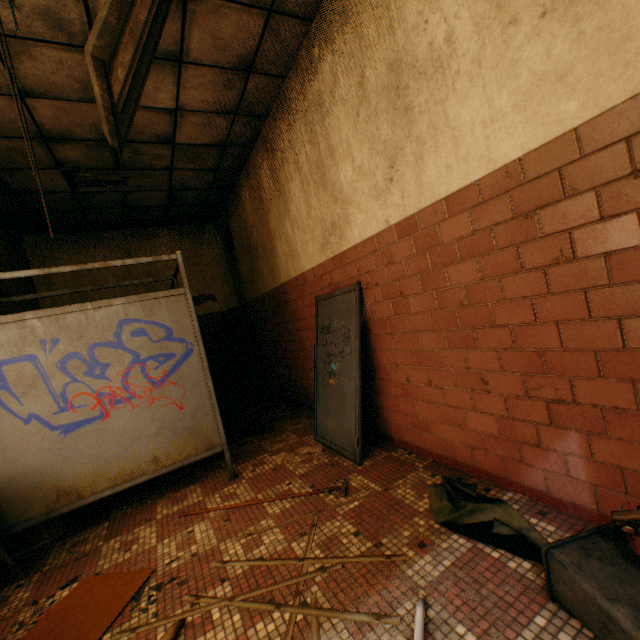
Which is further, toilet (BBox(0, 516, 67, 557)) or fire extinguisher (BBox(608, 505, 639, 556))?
toilet (BBox(0, 516, 67, 557))

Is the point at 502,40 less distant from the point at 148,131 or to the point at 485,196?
the point at 485,196

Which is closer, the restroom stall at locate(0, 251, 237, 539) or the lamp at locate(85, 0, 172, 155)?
the lamp at locate(85, 0, 172, 155)

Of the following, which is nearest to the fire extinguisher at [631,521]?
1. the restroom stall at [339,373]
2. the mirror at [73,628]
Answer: the restroom stall at [339,373]

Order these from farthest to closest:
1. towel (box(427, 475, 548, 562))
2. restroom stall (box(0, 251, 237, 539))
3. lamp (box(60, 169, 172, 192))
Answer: lamp (box(60, 169, 172, 192)) → restroom stall (box(0, 251, 237, 539)) → towel (box(427, 475, 548, 562))

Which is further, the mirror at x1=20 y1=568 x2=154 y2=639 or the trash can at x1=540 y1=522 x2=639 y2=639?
the mirror at x1=20 y1=568 x2=154 y2=639

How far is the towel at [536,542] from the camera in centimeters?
169cm

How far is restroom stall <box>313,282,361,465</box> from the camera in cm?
302
